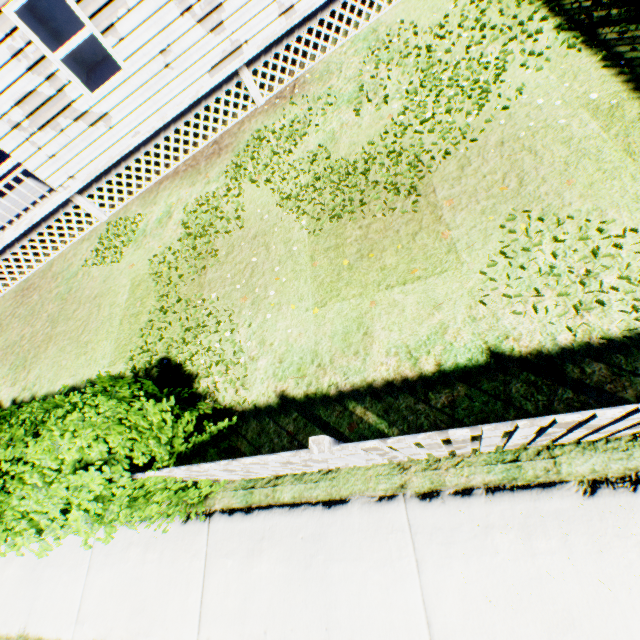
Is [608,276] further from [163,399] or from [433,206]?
[163,399]

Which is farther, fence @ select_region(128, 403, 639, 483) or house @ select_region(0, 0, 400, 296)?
house @ select_region(0, 0, 400, 296)

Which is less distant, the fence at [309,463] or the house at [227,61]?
the fence at [309,463]
